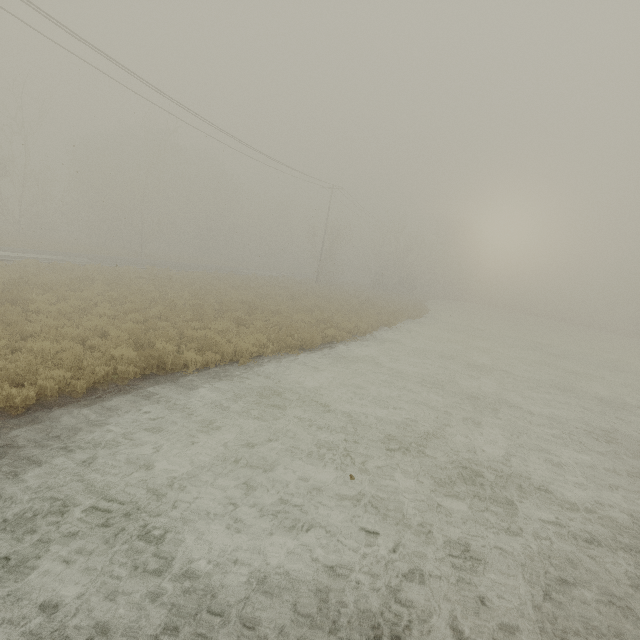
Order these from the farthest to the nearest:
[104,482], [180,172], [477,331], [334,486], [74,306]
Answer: [180,172]
[477,331]
[74,306]
[334,486]
[104,482]
